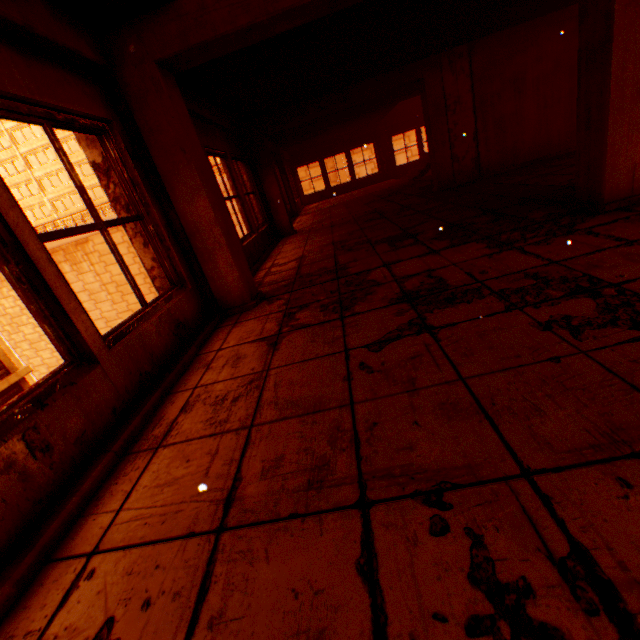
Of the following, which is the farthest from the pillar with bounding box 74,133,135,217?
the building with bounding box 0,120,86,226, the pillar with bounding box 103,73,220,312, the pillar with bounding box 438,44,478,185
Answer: the building with bounding box 0,120,86,226

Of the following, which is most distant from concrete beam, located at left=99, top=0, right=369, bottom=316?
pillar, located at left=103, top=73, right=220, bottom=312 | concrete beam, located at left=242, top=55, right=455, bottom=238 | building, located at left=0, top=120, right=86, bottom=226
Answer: building, located at left=0, top=120, right=86, bottom=226

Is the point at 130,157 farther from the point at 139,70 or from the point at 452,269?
the point at 452,269

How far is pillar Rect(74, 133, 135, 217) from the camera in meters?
3.0 m

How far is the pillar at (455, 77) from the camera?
6.7 meters

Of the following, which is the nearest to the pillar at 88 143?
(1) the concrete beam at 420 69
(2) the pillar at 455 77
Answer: (1) the concrete beam at 420 69

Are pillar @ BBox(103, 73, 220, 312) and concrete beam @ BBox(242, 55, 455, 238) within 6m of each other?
yes

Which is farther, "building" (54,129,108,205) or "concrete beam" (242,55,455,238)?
"building" (54,129,108,205)
